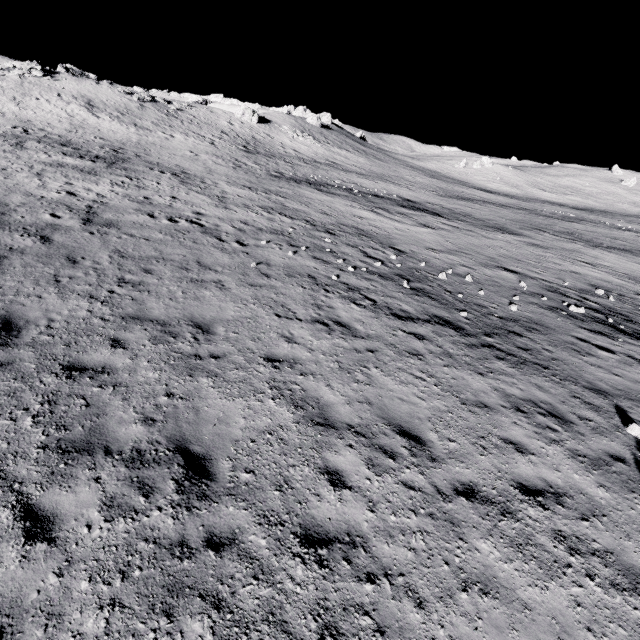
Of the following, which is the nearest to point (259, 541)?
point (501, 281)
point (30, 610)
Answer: point (30, 610)

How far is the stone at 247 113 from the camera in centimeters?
5341cm

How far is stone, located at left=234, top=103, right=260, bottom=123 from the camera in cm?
5341
